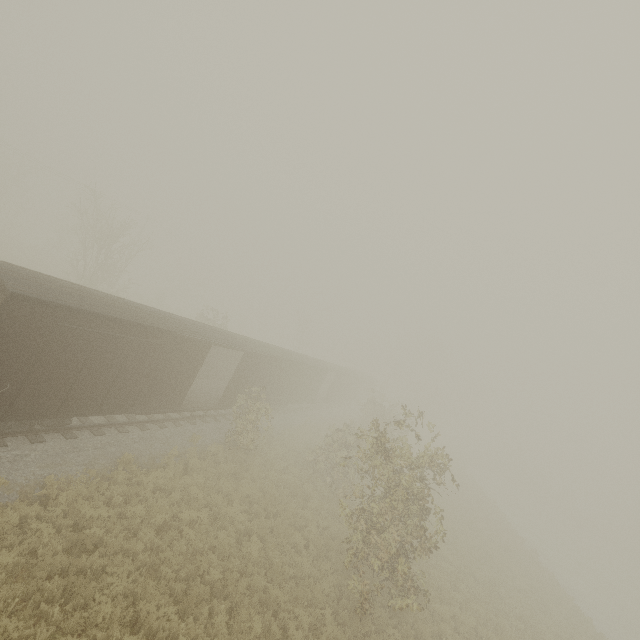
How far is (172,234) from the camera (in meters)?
52.09
